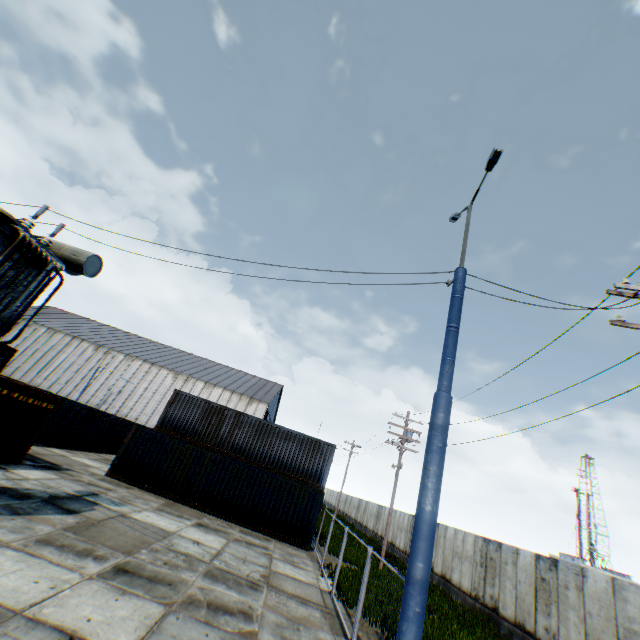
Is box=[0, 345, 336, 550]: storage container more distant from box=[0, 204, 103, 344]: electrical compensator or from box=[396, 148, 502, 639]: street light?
box=[396, 148, 502, 639]: street light

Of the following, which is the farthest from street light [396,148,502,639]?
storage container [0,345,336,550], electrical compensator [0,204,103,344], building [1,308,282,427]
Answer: building [1,308,282,427]

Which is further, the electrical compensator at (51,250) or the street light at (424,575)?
the electrical compensator at (51,250)

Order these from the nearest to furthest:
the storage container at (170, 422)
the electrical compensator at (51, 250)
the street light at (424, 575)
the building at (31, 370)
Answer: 1. the street light at (424, 575)
2. the electrical compensator at (51, 250)
3. the storage container at (170, 422)
4. the building at (31, 370)

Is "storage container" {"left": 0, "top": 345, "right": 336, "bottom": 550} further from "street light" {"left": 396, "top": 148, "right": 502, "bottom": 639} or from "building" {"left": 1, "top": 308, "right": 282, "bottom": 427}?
"building" {"left": 1, "top": 308, "right": 282, "bottom": 427}

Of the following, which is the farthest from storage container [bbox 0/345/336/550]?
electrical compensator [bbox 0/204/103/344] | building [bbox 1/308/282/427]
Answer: building [bbox 1/308/282/427]

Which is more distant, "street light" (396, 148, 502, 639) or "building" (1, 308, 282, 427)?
"building" (1, 308, 282, 427)

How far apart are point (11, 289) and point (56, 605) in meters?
7.4
